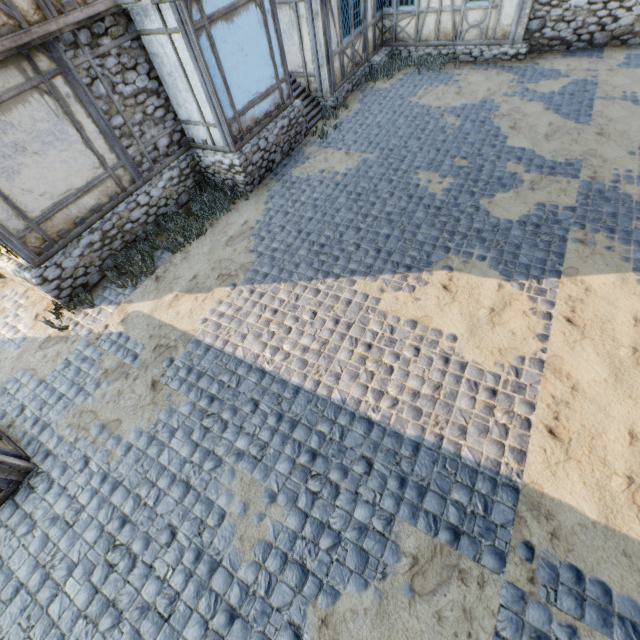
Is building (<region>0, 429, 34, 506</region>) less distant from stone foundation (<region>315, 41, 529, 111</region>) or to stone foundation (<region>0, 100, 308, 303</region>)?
stone foundation (<region>0, 100, 308, 303</region>)

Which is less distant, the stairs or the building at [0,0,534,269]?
the building at [0,0,534,269]

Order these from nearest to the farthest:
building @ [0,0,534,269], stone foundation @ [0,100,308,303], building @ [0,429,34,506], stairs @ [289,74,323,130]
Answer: building @ [0,429,34,506] < building @ [0,0,534,269] < stone foundation @ [0,100,308,303] < stairs @ [289,74,323,130]

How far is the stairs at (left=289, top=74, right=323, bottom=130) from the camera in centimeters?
1074cm

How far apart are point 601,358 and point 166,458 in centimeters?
681cm

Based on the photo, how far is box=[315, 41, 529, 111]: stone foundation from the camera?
11.1m

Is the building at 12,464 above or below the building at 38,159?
below

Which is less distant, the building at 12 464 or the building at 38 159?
the building at 12 464
